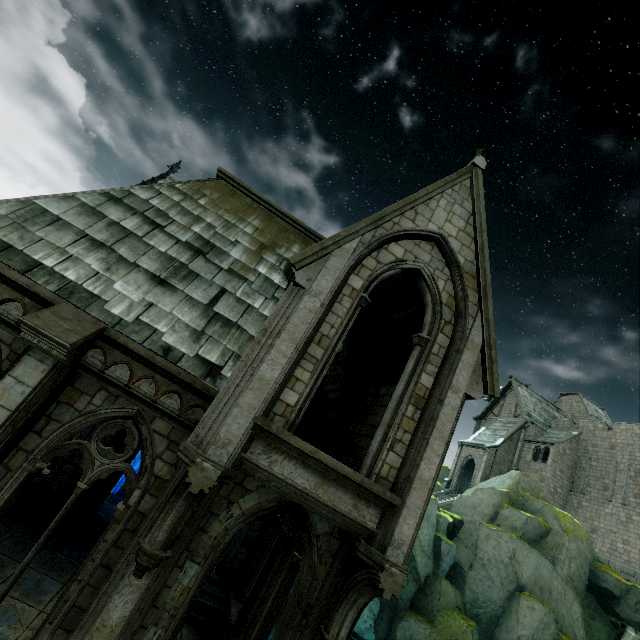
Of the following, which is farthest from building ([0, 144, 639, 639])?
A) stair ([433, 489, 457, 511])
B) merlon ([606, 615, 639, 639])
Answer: stair ([433, 489, 457, 511])

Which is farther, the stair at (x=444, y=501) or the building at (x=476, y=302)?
the stair at (x=444, y=501)

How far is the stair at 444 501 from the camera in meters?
31.9 m

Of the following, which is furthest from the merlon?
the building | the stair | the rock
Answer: the stair

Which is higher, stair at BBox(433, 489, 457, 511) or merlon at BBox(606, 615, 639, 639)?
stair at BBox(433, 489, 457, 511)

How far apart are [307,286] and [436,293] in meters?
3.2

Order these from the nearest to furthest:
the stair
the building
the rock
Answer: the building, the rock, the stair

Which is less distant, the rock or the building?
the building
